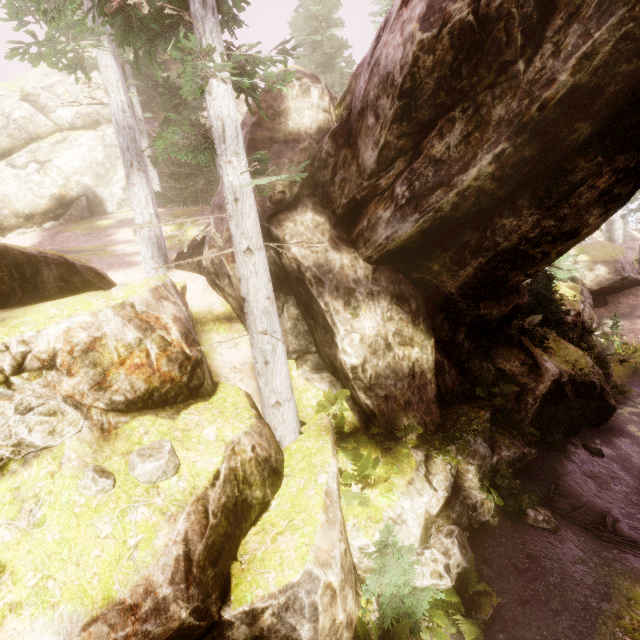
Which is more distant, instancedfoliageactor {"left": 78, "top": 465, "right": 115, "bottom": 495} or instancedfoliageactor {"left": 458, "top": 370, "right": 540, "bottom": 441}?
instancedfoliageactor {"left": 458, "top": 370, "right": 540, "bottom": 441}

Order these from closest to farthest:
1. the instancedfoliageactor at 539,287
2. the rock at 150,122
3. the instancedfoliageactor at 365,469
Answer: the instancedfoliageactor at 365,469 < the instancedfoliageactor at 539,287 < the rock at 150,122

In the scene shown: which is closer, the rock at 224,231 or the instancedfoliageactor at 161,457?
the instancedfoliageactor at 161,457

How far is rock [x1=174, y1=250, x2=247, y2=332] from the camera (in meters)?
9.45

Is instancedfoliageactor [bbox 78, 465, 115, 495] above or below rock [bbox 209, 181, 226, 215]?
below

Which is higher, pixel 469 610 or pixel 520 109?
pixel 520 109
